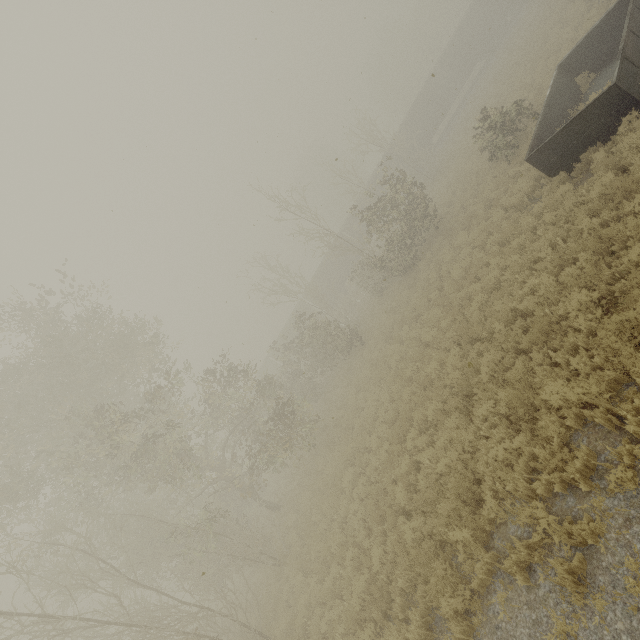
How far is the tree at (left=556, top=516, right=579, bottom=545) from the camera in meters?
4.8

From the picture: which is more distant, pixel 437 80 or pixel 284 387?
pixel 437 80

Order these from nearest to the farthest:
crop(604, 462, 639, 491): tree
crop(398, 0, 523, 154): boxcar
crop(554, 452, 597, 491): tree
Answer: crop(604, 462, 639, 491): tree < crop(554, 452, 597, 491): tree < crop(398, 0, 523, 154): boxcar

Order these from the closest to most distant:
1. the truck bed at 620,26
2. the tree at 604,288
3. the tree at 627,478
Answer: the tree at 627,478
the tree at 604,288
the truck bed at 620,26

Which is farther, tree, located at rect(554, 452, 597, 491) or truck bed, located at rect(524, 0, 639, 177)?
truck bed, located at rect(524, 0, 639, 177)

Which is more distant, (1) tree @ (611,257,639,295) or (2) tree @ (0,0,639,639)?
(2) tree @ (0,0,639,639)

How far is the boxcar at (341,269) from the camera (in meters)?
39.31
